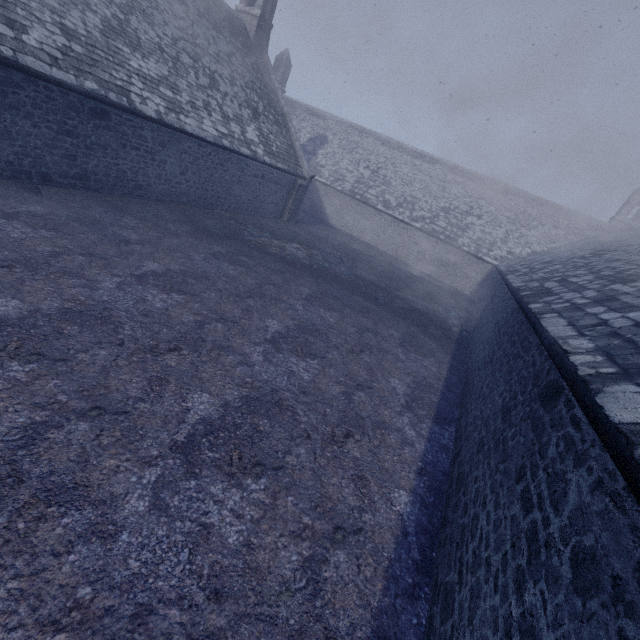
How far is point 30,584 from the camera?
2.5m
